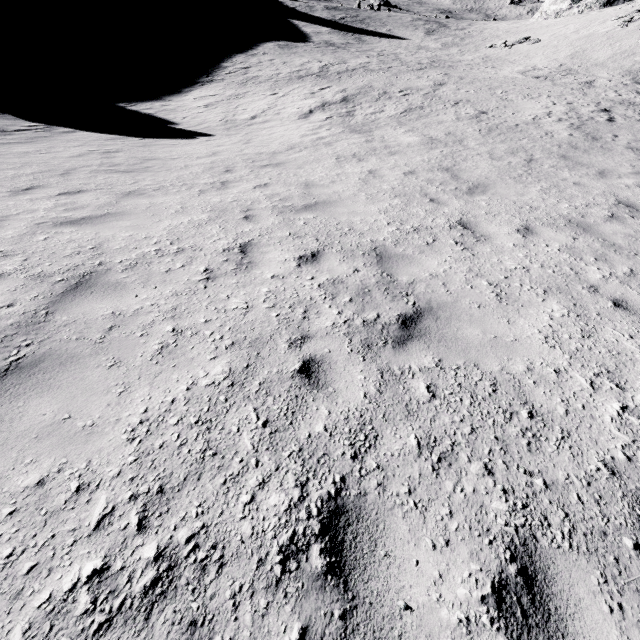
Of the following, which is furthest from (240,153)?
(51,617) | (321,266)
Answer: (51,617)
